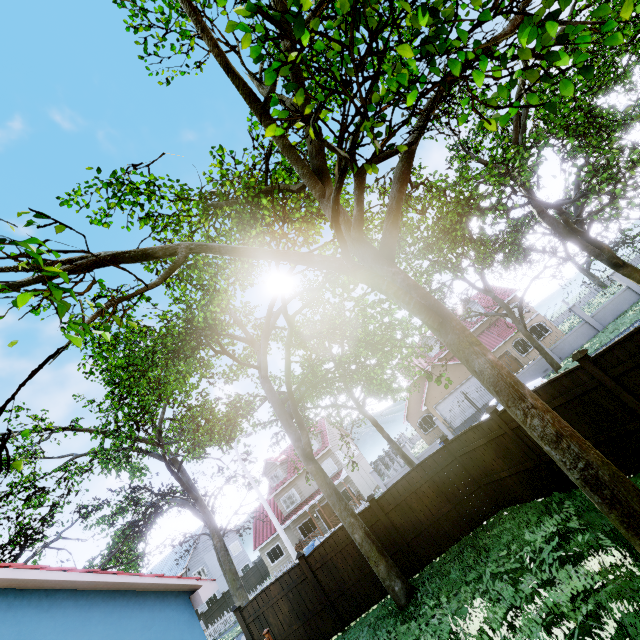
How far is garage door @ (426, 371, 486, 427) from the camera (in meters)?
Result: 28.78

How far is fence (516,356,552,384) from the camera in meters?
23.8 m

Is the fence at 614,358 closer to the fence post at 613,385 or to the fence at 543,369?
the fence post at 613,385

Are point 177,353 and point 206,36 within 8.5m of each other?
yes

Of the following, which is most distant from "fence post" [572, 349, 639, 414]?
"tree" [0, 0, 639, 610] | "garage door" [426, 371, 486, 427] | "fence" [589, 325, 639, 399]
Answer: "garage door" [426, 371, 486, 427]

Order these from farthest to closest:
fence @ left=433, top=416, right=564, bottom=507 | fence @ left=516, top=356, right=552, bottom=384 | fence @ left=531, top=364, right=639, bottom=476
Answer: fence @ left=516, top=356, right=552, bottom=384, fence @ left=433, top=416, right=564, bottom=507, fence @ left=531, top=364, right=639, bottom=476

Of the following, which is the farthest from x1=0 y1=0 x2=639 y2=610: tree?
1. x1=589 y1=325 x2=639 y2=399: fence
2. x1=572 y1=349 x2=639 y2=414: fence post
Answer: x1=572 y1=349 x2=639 y2=414: fence post

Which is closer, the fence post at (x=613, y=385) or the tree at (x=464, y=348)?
the tree at (x=464, y=348)
